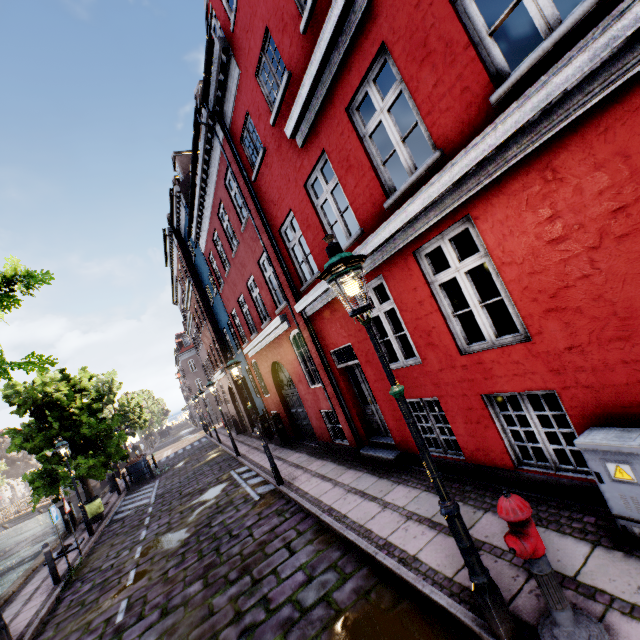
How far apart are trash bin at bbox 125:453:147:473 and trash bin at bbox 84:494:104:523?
5.4m

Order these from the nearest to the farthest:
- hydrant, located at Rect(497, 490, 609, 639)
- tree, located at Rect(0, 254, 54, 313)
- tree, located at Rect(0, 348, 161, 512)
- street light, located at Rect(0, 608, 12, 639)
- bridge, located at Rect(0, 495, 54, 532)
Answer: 1. hydrant, located at Rect(497, 490, 609, 639)
2. tree, located at Rect(0, 254, 54, 313)
3. street light, located at Rect(0, 608, 12, 639)
4. tree, located at Rect(0, 348, 161, 512)
5. bridge, located at Rect(0, 495, 54, 532)

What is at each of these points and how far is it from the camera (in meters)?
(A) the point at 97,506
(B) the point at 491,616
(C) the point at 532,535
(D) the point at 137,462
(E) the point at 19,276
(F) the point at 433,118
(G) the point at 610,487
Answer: (A) trash bin, 14.30
(B) street light, 2.80
(C) hydrant, 2.60
(D) trash bin, 20.17
(E) tree, 5.43
(F) building, 4.10
(G) electrical box, 3.20

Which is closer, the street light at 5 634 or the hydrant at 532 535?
the hydrant at 532 535

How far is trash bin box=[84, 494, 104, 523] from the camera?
14.10m

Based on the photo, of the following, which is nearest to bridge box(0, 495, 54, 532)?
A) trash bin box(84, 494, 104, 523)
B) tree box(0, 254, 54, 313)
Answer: tree box(0, 254, 54, 313)

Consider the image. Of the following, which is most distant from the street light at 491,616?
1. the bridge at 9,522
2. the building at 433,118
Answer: the bridge at 9,522

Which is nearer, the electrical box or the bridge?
the electrical box
